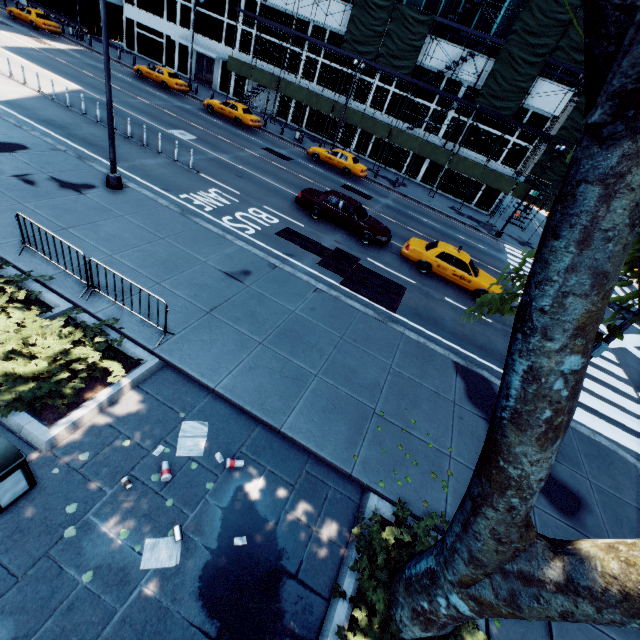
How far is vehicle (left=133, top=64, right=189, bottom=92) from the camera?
29.20m

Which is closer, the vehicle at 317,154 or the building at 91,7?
the vehicle at 317,154

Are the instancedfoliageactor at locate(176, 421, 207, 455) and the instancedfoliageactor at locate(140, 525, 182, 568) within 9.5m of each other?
yes

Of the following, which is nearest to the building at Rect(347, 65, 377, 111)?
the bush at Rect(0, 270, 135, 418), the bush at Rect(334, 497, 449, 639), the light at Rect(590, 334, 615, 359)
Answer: the light at Rect(590, 334, 615, 359)

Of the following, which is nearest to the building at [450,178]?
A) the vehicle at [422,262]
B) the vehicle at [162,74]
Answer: the vehicle at [162,74]

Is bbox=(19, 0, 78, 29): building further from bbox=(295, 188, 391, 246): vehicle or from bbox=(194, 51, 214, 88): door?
bbox=(295, 188, 391, 246): vehicle

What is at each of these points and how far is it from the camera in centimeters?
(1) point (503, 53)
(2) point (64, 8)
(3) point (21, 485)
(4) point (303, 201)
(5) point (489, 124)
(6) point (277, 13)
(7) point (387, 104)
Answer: (1) scaffolding, 2417cm
(2) building, 3947cm
(3) garbage can, 445cm
(4) vehicle, 1644cm
(5) building, 2952cm
(6) building, 3194cm
(7) building, 3188cm

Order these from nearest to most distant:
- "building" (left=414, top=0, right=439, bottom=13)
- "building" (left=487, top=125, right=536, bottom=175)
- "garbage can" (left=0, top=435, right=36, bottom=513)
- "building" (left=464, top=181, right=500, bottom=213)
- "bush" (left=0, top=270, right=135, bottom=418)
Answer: "garbage can" (left=0, top=435, right=36, bottom=513)
"bush" (left=0, top=270, right=135, bottom=418)
"building" (left=414, top=0, right=439, bottom=13)
"building" (left=487, top=125, right=536, bottom=175)
"building" (left=464, top=181, right=500, bottom=213)
